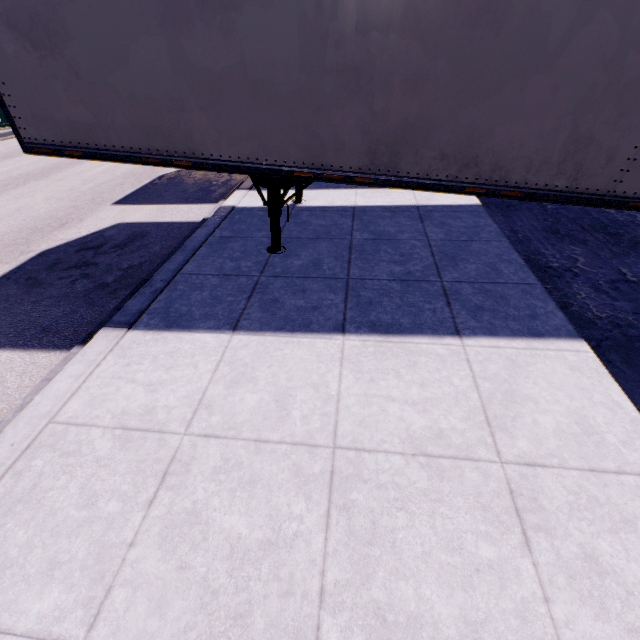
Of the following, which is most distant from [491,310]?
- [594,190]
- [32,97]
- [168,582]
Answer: [32,97]
